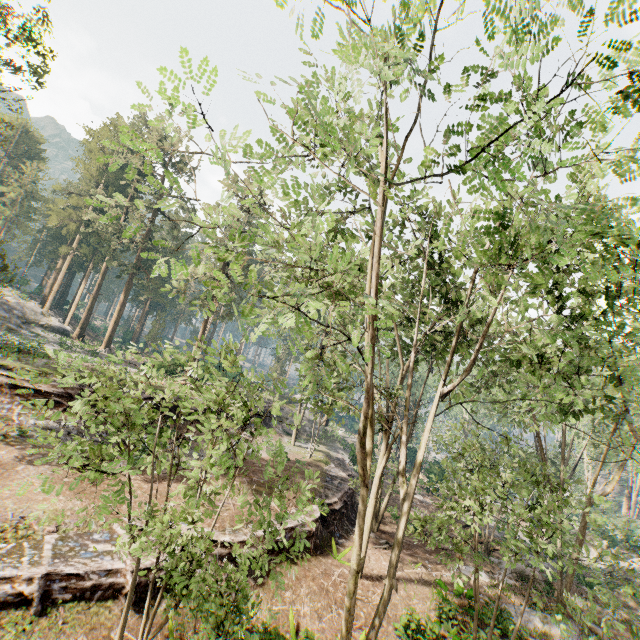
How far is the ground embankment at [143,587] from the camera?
10.3 meters

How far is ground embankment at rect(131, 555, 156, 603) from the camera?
10.3 meters

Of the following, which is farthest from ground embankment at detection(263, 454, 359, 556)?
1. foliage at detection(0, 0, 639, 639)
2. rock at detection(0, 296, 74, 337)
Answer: rock at detection(0, 296, 74, 337)

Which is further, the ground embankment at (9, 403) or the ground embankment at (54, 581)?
the ground embankment at (9, 403)

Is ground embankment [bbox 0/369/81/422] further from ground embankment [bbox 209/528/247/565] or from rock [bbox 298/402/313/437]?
ground embankment [bbox 209/528/247/565]

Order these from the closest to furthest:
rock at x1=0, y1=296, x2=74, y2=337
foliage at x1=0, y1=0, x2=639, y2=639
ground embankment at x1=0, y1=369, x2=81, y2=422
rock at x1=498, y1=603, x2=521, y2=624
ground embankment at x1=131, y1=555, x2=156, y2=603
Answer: foliage at x1=0, y1=0, x2=639, y2=639, ground embankment at x1=131, y1=555, x2=156, y2=603, rock at x1=498, y1=603, x2=521, y2=624, ground embankment at x1=0, y1=369, x2=81, y2=422, rock at x1=0, y1=296, x2=74, y2=337

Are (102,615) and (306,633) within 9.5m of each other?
yes

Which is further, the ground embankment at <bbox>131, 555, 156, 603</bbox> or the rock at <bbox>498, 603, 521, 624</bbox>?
the rock at <bbox>498, 603, 521, 624</bbox>
